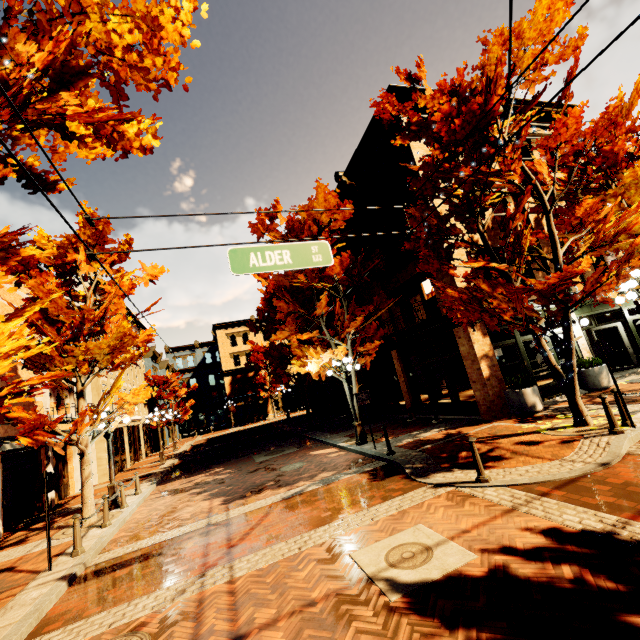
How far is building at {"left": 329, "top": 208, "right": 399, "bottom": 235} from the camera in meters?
15.5

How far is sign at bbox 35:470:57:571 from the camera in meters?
7.0

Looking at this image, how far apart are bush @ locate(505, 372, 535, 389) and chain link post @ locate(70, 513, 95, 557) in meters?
13.0

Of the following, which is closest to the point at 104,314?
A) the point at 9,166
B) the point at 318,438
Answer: the point at 9,166

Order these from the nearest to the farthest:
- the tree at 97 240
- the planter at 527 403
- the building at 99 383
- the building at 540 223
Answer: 1. the planter at 527 403
2. the tree at 97 240
3. the building at 540 223
4. the building at 99 383

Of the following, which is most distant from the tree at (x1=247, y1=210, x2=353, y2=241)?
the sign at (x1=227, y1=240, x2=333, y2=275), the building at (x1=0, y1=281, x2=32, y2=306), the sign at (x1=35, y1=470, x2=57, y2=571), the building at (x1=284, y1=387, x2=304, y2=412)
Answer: the sign at (x1=227, y1=240, x2=333, y2=275)

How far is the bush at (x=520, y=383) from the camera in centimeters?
1098cm

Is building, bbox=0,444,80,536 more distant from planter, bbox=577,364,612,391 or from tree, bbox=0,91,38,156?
planter, bbox=577,364,612,391
